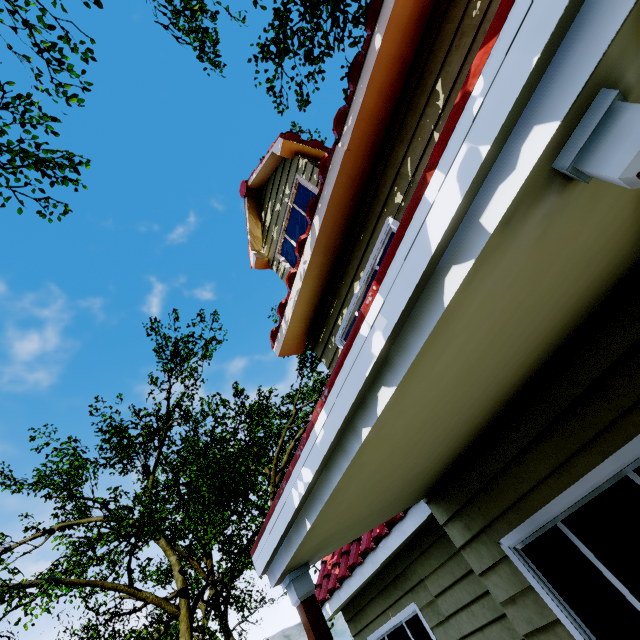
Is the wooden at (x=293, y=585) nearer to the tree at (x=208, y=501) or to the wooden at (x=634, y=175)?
the wooden at (x=634, y=175)

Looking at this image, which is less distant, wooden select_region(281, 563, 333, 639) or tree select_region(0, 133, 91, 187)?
wooden select_region(281, 563, 333, 639)

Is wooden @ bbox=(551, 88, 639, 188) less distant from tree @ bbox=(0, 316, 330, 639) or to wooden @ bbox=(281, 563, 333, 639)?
wooden @ bbox=(281, 563, 333, 639)

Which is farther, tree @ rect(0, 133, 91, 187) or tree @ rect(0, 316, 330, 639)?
tree @ rect(0, 316, 330, 639)

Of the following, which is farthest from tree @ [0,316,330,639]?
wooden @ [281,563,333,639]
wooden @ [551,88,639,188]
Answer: wooden @ [281,563,333,639]

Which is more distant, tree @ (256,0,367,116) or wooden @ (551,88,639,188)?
tree @ (256,0,367,116)

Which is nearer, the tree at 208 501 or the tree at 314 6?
the tree at 314 6

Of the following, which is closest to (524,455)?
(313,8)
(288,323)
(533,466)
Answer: (533,466)
